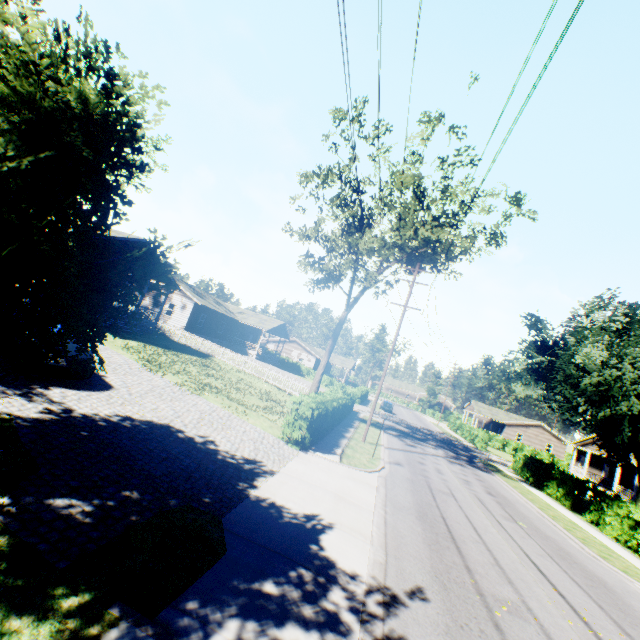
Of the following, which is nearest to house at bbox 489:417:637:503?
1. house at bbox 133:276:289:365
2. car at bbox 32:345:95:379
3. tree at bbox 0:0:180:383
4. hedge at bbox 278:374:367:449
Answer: hedge at bbox 278:374:367:449

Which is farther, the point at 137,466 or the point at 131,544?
the point at 137,466

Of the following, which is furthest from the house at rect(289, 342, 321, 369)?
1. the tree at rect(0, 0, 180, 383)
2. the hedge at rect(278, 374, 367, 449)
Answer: the hedge at rect(278, 374, 367, 449)

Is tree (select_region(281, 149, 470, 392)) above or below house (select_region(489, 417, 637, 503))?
above

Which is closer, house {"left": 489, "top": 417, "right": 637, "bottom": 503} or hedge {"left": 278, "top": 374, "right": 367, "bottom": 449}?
hedge {"left": 278, "top": 374, "right": 367, "bottom": 449}

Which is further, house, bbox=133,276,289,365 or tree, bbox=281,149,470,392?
house, bbox=133,276,289,365

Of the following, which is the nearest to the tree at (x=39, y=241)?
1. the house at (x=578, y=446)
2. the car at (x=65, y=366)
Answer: the car at (x=65, y=366)

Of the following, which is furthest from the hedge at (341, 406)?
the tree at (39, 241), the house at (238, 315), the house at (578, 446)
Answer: the house at (578, 446)
